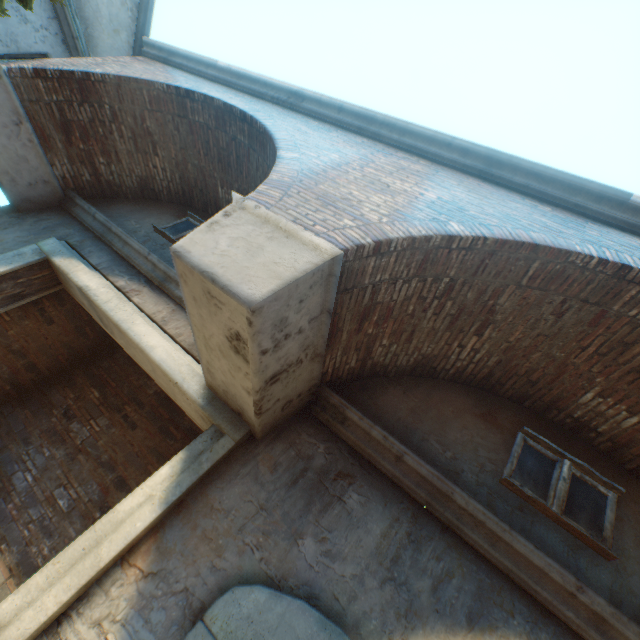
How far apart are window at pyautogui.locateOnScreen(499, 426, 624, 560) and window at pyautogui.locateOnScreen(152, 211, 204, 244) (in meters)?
5.15

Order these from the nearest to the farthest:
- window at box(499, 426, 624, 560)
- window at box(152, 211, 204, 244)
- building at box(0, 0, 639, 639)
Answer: building at box(0, 0, 639, 639) → window at box(499, 426, 624, 560) → window at box(152, 211, 204, 244)

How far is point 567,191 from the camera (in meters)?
3.23

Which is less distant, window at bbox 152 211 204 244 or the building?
the building

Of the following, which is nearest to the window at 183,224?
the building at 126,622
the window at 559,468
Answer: the building at 126,622

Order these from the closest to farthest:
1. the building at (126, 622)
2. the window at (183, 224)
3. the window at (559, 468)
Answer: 1. the building at (126, 622)
2. the window at (559, 468)
3. the window at (183, 224)

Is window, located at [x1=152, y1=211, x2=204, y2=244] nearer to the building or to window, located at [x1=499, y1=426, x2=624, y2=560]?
the building
